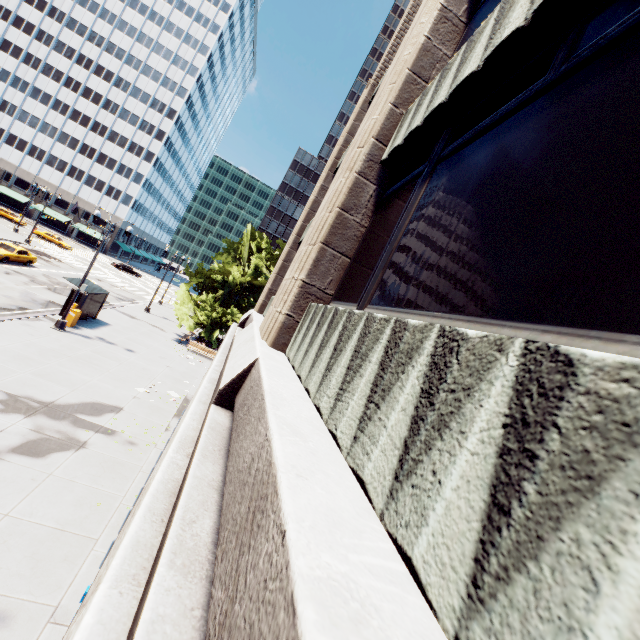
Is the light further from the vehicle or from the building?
the vehicle

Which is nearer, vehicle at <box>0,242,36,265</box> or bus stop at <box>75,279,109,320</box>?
bus stop at <box>75,279,109,320</box>

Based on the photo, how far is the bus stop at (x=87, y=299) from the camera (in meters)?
20.55

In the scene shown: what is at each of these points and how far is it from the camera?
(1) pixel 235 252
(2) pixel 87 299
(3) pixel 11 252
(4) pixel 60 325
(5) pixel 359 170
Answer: (1) tree, 31.17m
(2) bus stop, 21.08m
(3) vehicle, 27.73m
(4) light, 18.55m
(5) building, 5.77m

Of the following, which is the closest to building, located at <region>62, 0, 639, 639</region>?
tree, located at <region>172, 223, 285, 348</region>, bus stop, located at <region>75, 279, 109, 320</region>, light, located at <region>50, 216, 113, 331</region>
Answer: light, located at <region>50, 216, 113, 331</region>

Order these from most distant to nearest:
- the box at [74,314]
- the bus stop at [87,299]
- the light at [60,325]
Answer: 1. the bus stop at [87,299]
2. the box at [74,314]
3. the light at [60,325]

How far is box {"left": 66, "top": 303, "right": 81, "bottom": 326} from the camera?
19.8m

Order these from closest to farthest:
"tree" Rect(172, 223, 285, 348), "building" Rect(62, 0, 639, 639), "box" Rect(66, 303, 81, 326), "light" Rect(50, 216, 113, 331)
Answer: "building" Rect(62, 0, 639, 639), "light" Rect(50, 216, 113, 331), "box" Rect(66, 303, 81, 326), "tree" Rect(172, 223, 285, 348)
